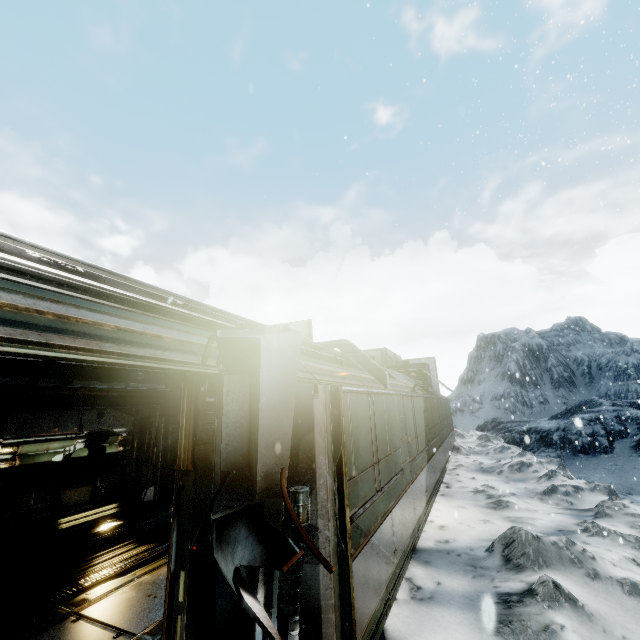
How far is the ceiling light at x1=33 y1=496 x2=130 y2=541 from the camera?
6.7m

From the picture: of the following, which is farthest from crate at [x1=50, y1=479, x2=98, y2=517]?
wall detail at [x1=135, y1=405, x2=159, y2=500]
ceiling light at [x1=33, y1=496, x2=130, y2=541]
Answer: wall detail at [x1=135, y1=405, x2=159, y2=500]

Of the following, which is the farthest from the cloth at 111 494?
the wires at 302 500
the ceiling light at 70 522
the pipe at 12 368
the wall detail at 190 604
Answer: the wires at 302 500

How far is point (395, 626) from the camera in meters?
4.0

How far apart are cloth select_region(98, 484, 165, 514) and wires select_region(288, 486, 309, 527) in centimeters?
852cm

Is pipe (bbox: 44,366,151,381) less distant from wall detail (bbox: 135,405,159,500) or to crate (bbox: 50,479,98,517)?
wall detail (bbox: 135,405,159,500)

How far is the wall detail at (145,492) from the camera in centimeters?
923cm

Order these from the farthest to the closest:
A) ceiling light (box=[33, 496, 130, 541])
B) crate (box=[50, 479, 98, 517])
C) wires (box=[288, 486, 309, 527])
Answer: crate (box=[50, 479, 98, 517])
ceiling light (box=[33, 496, 130, 541])
wires (box=[288, 486, 309, 527])
